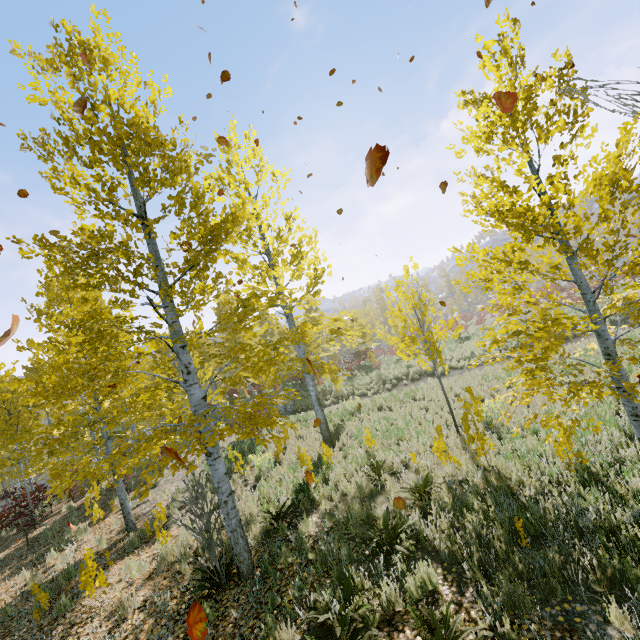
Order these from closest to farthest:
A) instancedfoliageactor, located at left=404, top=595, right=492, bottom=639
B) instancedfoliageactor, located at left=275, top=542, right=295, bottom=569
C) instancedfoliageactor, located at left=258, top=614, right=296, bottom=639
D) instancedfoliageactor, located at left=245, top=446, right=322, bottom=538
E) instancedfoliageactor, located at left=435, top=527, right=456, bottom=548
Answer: instancedfoliageactor, located at left=404, top=595, right=492, bottom=639, instancedfoliageactor, located at left=258, top=614, right=296, bottom=639, instancedfoliageactor, located at left=435, top=527, right=456, bottom=548, instancedfoliageactor, located at left=275, top=542, right=295, bottom=569, instancedfoliageactor, located at left=245, top=446, right=322, bottom=538

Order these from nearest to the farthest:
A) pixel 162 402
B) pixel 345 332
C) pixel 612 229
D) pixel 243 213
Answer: pixel 612 229, pixel 243 213, pixel 345 332, pixel 162 402

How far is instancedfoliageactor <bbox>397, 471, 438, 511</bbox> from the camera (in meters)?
5.86

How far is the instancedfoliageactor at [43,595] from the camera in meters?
5.9

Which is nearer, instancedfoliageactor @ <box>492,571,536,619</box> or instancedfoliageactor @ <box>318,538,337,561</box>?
instancedfoliageactor @ <box>492,571,536,619</box>
